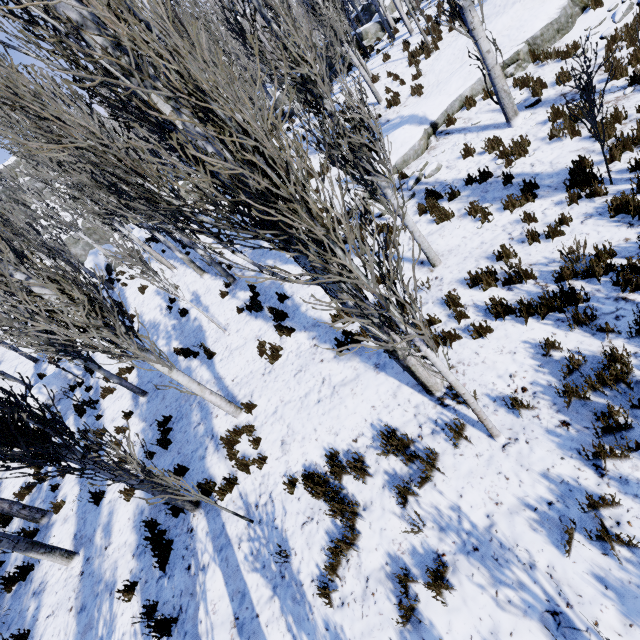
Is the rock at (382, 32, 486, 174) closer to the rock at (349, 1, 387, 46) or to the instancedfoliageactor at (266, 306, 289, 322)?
the instancedfoliageactor at (266, 306, 289, 322)

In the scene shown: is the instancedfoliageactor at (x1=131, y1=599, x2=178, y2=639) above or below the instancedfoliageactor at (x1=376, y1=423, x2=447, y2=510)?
above

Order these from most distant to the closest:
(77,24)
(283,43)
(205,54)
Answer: (283,43), (77,24), (205,54)

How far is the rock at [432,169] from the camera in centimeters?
918cm

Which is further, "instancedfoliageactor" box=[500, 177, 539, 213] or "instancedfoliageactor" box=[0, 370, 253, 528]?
"instancedfoliageactor" box=[500, 177, 539, 213]

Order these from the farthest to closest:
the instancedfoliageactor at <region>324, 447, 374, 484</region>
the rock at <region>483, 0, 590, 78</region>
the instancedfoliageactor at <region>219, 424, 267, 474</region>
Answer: the rock at <region>483, 0, 590, 78</region>, the instancedfoliageactor at <region>219, 424, 267, 474</region>, the instancedfoliageactor at <region>324, 447, 374, 484</region>

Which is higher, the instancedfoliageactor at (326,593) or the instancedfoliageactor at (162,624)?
the instancedfoliageactor at (162,624)

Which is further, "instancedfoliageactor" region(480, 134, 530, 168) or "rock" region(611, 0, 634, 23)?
"rock" region(611, 0, 634, 23)
